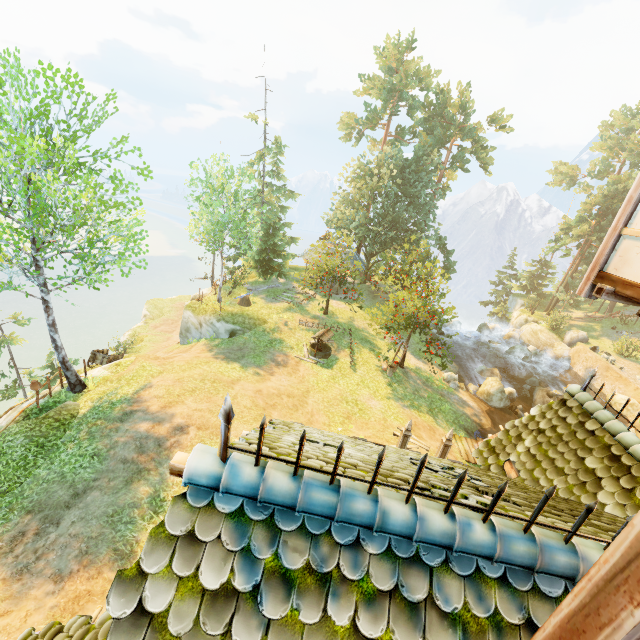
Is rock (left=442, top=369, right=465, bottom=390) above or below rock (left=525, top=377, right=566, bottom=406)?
above

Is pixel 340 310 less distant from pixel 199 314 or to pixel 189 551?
pixel 199 314

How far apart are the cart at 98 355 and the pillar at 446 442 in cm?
1904

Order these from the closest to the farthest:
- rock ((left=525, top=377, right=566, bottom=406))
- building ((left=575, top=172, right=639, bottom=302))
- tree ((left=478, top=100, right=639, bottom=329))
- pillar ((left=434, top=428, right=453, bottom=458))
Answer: building ((left=575, top=172, right=639, bottom=302)) → pillar ((left=434, top=428, right=453, bottom=458)) → rock ((left=525, top=377, right=566, bottom=406)) → tree ((left=478, top=100, right=639, bottom=329))

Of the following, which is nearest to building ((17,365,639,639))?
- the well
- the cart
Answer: the well

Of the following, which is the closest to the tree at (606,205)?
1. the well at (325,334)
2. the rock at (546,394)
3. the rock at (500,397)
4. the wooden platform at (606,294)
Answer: the well at (325,334)

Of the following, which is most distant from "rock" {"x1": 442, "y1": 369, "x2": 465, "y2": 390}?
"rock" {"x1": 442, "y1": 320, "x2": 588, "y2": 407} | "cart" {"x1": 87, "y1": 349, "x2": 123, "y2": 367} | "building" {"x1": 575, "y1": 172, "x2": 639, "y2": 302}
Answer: "cart" {"x1": 87, "y1": 349, "x2": 123, "y2": 367}

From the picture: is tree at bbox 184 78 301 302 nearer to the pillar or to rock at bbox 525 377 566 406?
the pillar
